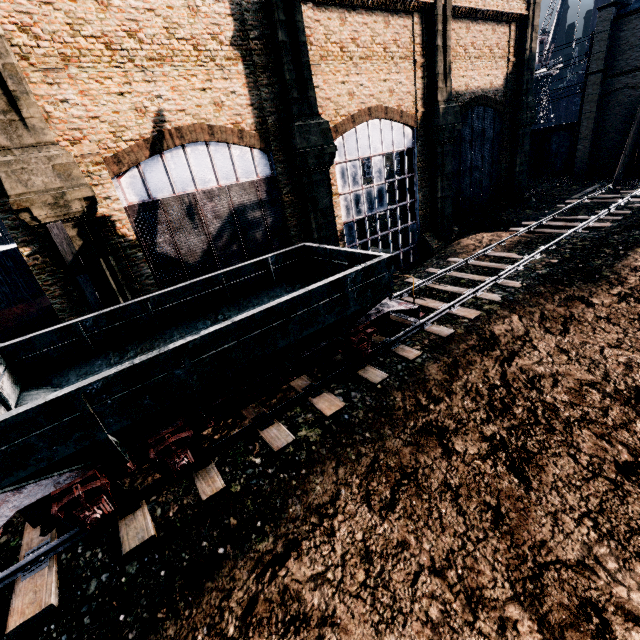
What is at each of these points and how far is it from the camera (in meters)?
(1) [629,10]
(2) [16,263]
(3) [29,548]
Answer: (1) building, 29.25
(2) ship, 21.17
(3) railway, 7.64

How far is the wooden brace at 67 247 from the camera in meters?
11.6

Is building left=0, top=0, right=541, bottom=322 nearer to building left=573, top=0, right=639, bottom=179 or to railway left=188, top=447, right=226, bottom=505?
railway left=188, top=447, right=226, bottom=505

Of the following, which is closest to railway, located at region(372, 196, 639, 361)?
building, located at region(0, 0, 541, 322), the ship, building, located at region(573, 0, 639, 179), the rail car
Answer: the rail car

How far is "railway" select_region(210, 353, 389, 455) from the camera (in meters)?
9.39

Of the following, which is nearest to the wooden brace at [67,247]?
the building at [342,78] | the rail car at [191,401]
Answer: the building at [342,78]

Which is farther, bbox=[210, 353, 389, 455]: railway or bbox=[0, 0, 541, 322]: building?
bbox=[0, 0, 541, 322]: building

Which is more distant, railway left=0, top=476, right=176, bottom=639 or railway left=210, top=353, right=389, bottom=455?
railway left=210, top=353, right=389, bottom=455
